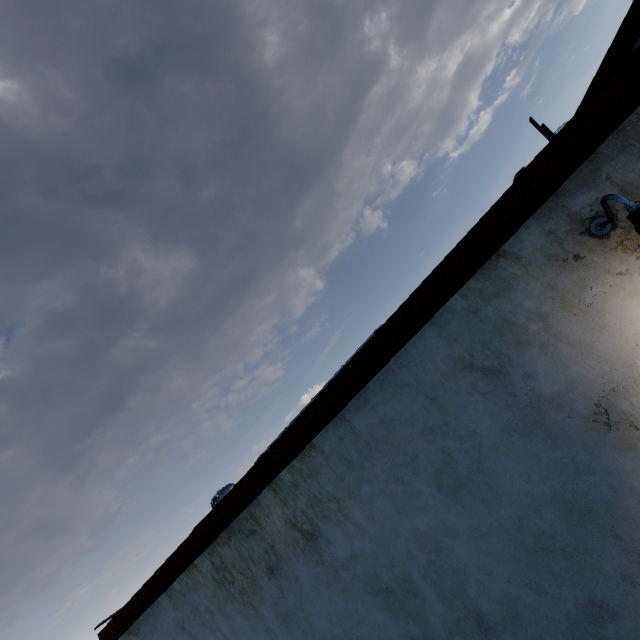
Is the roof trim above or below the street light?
above

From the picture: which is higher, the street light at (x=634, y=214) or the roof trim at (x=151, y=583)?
the roof trim at (x=151, y=583)

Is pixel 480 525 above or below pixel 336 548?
below
